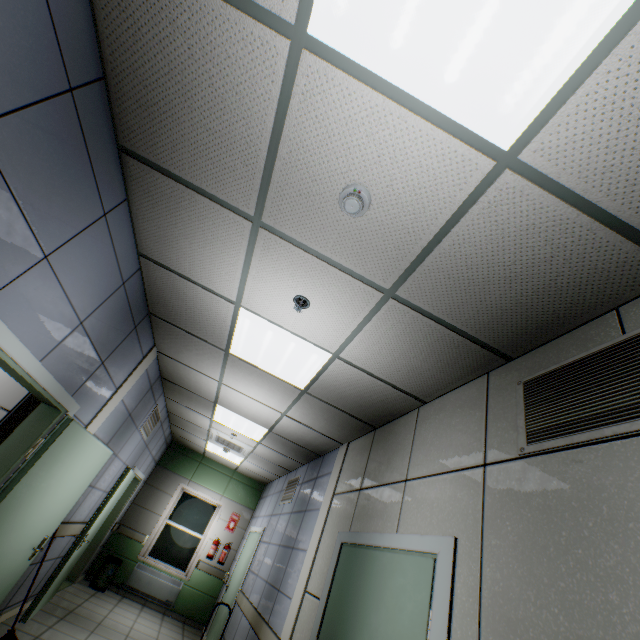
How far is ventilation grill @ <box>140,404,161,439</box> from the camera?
5.8m

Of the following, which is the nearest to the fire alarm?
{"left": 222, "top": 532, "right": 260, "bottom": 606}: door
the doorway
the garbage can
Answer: the doorway

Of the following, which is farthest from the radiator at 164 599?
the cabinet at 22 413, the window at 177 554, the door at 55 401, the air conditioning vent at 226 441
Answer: the cabinet at 22 413

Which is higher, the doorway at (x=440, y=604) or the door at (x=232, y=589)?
the doorway at (x=440, y=604)

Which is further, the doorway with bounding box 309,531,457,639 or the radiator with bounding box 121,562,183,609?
the radiator with bounding box 121,562,183,609

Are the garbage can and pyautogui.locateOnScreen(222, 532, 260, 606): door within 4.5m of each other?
yes

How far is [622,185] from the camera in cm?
129

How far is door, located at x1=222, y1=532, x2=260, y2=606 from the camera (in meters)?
6.42
